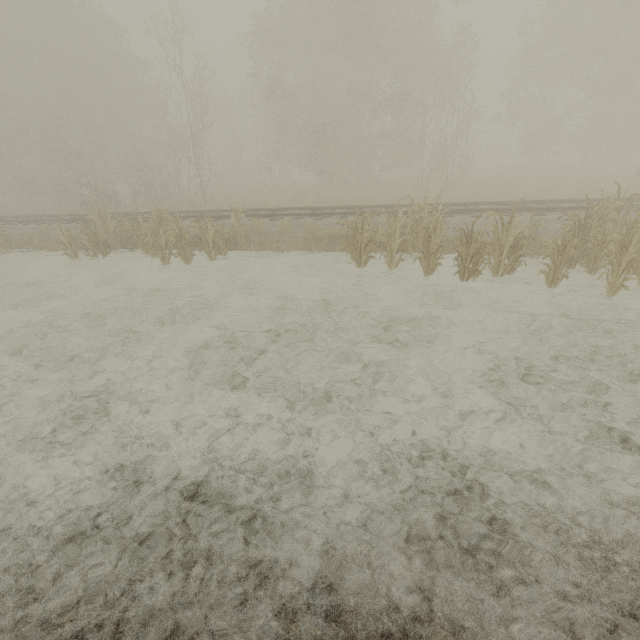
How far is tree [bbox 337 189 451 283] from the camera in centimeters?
834cm

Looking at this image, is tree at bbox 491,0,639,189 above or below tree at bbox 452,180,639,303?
above

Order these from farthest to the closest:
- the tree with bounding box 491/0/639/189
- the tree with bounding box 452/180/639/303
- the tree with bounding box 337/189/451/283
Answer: the tree with bounding box 491/0/639/189 → the tree with bounding box 337/189/451/283 → the tree with bounding box 452/180/639/303

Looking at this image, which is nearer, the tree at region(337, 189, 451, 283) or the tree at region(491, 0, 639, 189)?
the tree at region(337, 189, 451, 283)

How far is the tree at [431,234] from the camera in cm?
834

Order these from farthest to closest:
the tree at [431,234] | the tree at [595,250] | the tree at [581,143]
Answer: the tree at [581,143] → the tree at [431,234] → the tree at [595,250]

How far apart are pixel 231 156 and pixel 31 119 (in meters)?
17.68
